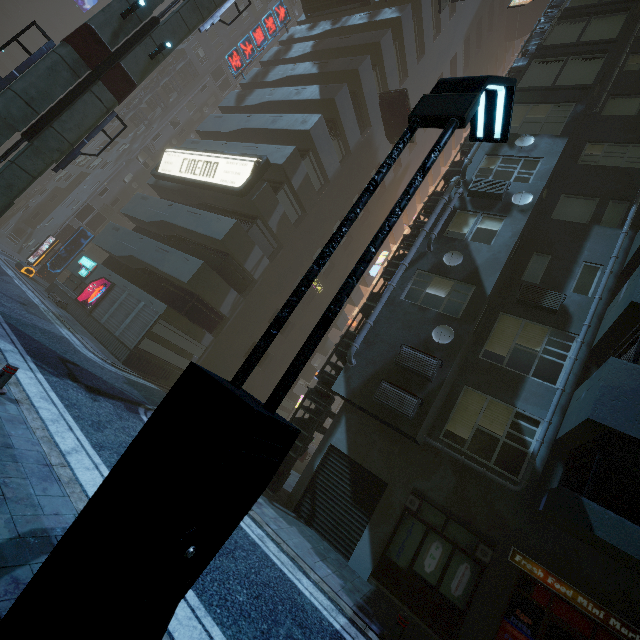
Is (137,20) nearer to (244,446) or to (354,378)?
(354,378)

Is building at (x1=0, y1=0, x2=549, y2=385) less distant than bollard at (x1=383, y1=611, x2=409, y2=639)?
No

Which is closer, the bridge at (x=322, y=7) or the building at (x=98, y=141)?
the bridge at (x=322, y=7)

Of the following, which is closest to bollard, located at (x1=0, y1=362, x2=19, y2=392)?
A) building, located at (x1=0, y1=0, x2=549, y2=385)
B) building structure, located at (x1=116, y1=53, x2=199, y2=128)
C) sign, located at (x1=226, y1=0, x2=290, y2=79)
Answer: building, located at (x1=0, y1=0, x2=549, y2=385)

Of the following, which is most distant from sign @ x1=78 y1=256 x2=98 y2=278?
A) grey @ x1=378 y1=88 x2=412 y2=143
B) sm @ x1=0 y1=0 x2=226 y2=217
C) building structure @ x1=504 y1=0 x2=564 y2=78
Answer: building structure @ x1=504 y1=0 x2=564 y2=78

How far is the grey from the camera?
19.45m

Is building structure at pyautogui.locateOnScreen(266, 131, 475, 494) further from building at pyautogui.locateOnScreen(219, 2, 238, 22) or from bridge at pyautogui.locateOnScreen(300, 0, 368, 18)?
bridge at pyautogui.locateOnScreen(300, 0, 368, 18)

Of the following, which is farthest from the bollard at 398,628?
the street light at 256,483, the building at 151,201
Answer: the street light at 256,483
